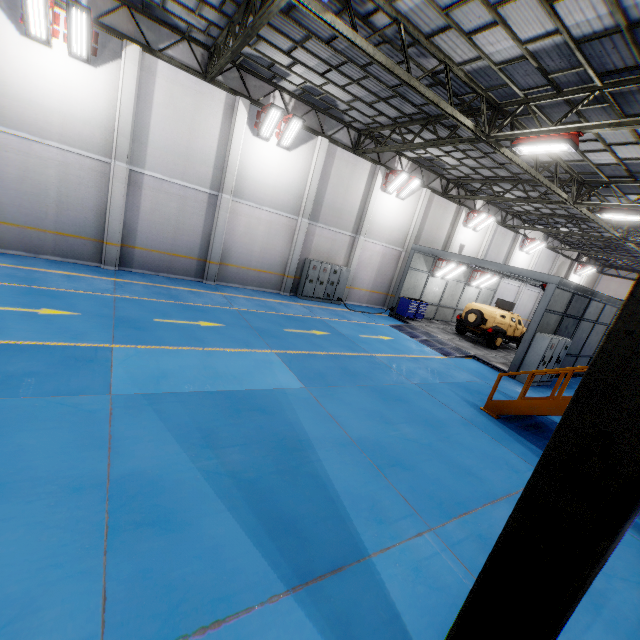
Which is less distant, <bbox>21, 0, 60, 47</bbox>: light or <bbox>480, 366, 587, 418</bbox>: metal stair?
<bbox>480, 366, 587, 418</bbox>: metal stair

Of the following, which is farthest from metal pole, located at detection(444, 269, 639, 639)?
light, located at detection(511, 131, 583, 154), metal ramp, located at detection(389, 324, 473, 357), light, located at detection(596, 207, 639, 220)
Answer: light, located at detection(596, 207, 639, 220)

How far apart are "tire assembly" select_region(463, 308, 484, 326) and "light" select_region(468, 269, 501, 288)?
4.9m

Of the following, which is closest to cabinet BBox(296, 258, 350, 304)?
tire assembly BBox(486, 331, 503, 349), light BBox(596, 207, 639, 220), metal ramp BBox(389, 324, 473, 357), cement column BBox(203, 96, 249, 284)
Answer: metal ramp BBox(389, 324, 473, 357)

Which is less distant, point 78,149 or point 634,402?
point 634,402

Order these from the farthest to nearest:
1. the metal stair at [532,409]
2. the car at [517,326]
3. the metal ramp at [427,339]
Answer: the car at [517,326], the metal ramp at [427,339], the metal stair at [532,409]

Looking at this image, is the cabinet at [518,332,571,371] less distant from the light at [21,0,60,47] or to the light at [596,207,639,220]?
the light at [596,207,639,220]

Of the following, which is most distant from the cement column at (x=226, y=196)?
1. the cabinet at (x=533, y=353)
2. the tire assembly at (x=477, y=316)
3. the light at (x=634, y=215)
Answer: the light at (x=634, y=215)
